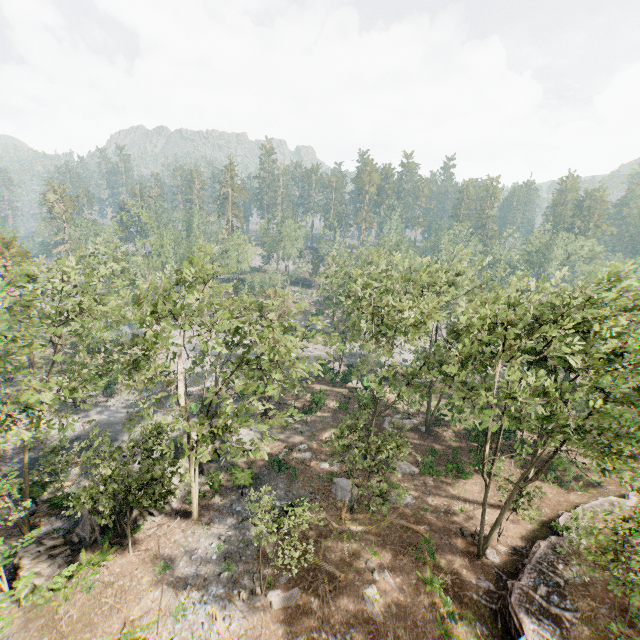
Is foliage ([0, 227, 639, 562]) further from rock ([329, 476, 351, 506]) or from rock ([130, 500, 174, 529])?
rock ([329, 476, 351, 506])

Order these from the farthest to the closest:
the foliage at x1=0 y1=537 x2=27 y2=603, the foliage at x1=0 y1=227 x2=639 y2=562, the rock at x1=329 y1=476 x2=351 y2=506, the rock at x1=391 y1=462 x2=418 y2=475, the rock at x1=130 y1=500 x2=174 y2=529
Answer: the rock at x1=391 y1=462 x2=418 y2=475 < the rock at x1=329 y1=476 x2=351 y2=506 < the rock at x1=130 y1=500 x2=174 y2=529 < the foliage at x1=0 y1=227 x2=639 y2=562 < the foliage at x1=0 y1=537 x2=27 y2=603

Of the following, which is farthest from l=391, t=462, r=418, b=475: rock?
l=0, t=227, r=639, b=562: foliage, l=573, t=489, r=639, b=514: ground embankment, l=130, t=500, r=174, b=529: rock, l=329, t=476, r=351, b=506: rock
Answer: l=130, t=500, r=174, b=529: rock

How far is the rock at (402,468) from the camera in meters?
30.0 m

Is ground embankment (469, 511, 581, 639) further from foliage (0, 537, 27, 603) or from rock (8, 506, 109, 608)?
rock (8, 506, 109, 608)

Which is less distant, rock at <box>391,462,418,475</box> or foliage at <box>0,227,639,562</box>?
foliage at <box>0,227,639,562</box>

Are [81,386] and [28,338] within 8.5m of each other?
yes

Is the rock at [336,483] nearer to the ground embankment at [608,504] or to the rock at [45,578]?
the ground embankment at [608,504]
